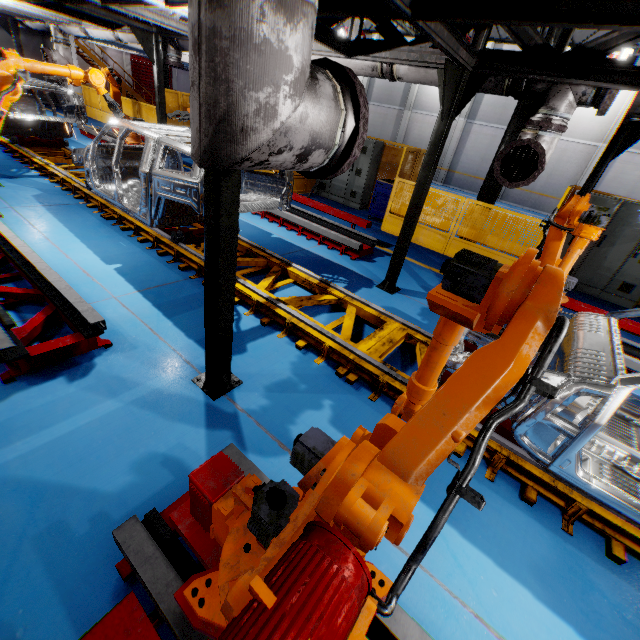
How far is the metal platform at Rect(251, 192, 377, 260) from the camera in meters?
7.2

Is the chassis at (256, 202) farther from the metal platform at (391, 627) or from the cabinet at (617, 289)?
the cabinet at (617, 289)

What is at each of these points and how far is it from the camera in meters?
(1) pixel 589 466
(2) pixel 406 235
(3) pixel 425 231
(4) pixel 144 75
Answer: (1) chassis, 2.9 m
(2) metal pole, 5.5 m
(3) metal panel, 8.9 m
(4) door, 29.7 m

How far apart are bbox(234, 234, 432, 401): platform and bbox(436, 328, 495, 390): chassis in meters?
0.0

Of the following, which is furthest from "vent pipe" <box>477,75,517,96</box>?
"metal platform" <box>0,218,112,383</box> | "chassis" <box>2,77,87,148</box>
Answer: "metal platform" <box>0,218,112,383</box>

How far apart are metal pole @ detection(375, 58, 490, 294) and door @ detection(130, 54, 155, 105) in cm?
3570

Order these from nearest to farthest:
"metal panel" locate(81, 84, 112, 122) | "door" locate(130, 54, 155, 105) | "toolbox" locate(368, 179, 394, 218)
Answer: "toolbox" locate(368, 179, 394, 218) < "metal panel" locate(81, 84, 112, 122) < "door" locate(130, 54, 155, 105)

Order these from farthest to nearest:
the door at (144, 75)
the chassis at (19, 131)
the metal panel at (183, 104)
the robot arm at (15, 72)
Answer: the door at (144, 75), the metal panel at (183, 104), the chassis at (19, 131), the robot arm at (15, 72)
